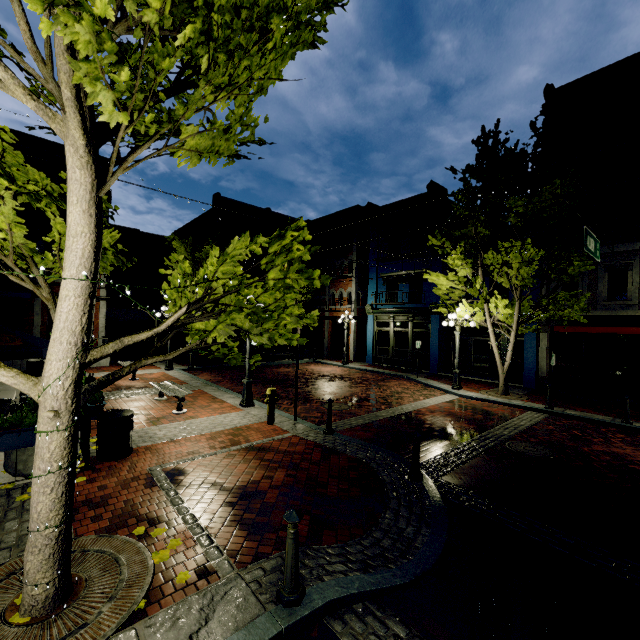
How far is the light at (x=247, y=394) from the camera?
10.31m

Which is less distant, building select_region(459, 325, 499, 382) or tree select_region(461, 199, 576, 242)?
tree select_region(461, 199, 576, 242)

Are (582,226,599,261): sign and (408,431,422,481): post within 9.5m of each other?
yes

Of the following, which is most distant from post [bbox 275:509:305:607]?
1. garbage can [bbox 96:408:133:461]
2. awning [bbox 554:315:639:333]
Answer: awning [bbox 554:315:639:333]

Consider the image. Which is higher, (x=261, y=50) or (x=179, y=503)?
(x=261, y=50)

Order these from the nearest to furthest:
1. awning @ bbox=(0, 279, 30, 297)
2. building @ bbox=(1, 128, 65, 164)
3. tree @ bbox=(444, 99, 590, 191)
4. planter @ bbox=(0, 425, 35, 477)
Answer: planter @ bbox=(0, 425, 35, 477), tree @ bbox=(444, 99, 590, 191), awning @ bbox=(0, 279, 30, 297), building @ bbox=(1, 128, 65, 164)

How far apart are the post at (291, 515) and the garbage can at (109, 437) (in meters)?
4.47

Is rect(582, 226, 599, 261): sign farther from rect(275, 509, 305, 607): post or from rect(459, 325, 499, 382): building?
rect(459, 325, 499, 382): building
